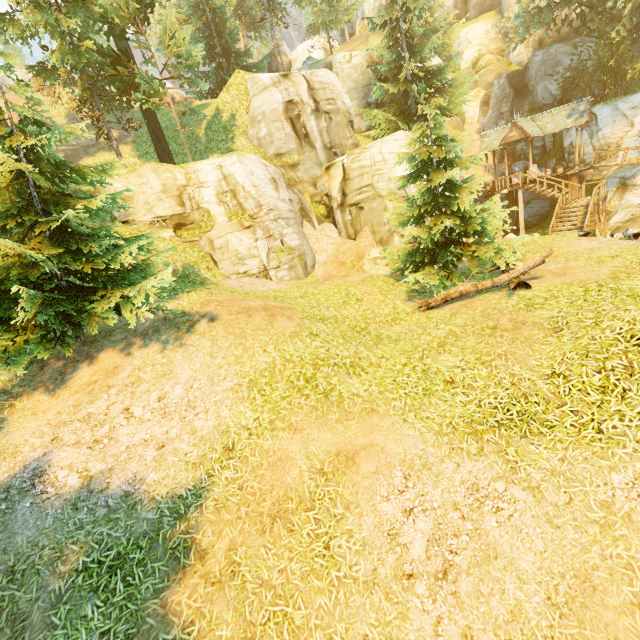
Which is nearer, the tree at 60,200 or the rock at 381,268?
the tree at 60,200

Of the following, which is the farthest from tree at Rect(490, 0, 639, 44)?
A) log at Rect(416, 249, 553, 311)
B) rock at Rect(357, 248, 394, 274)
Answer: rock at Rect(357, 248, 394, 274)

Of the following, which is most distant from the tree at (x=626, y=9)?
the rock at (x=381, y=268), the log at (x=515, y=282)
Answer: the rock at (x=381, y=268)

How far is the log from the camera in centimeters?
964cm

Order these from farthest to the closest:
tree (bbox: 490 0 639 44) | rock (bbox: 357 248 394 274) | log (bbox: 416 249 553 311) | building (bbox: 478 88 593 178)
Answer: building (bbox: 478 88 593 178) < tree (bbox: 490 0 639 44) < rock (bbox: 357 248 394 274) < log (bbox: 416 249 553 311)

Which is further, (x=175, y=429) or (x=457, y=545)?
(x=175, y=429)

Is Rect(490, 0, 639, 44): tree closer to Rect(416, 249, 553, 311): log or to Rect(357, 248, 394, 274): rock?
Rect(416, 249, 553, 311): log
